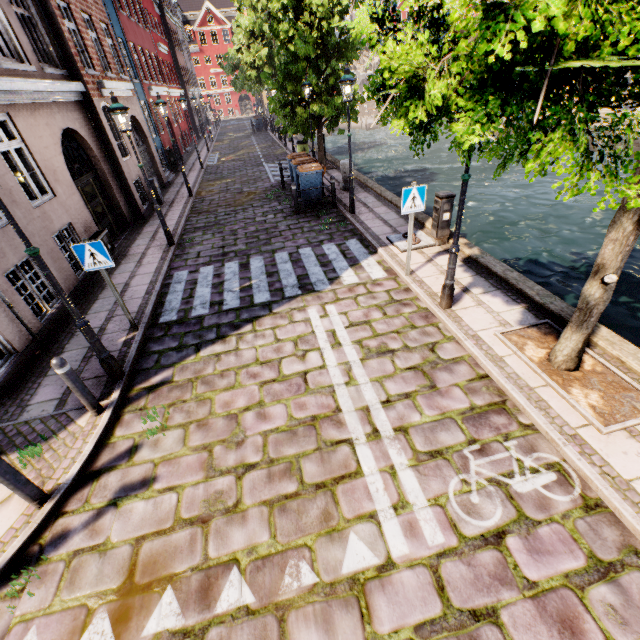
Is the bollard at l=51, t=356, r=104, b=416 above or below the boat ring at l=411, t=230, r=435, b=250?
above

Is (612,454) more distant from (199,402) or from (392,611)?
(199,402)

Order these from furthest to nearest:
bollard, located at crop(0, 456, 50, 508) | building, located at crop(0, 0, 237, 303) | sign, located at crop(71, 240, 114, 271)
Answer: building, located at crop(0, 0, 237, 303), sign, located at crop(71, 240, 114, 271), bollard, located at crop(0, 456, 50, 508)

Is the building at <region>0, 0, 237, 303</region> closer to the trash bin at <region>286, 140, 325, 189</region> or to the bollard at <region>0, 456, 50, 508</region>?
the bollard at <region>0, 456, 50, 508</region>

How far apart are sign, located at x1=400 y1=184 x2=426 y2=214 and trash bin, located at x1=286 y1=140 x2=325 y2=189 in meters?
7.4 m

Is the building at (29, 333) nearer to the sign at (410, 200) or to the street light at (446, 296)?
the street light at (446, 296)

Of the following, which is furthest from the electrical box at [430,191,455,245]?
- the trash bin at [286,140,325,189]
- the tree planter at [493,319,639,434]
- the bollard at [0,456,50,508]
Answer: the bollard at [0,456,50,508]

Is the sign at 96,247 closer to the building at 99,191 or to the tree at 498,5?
the building at 99,191
